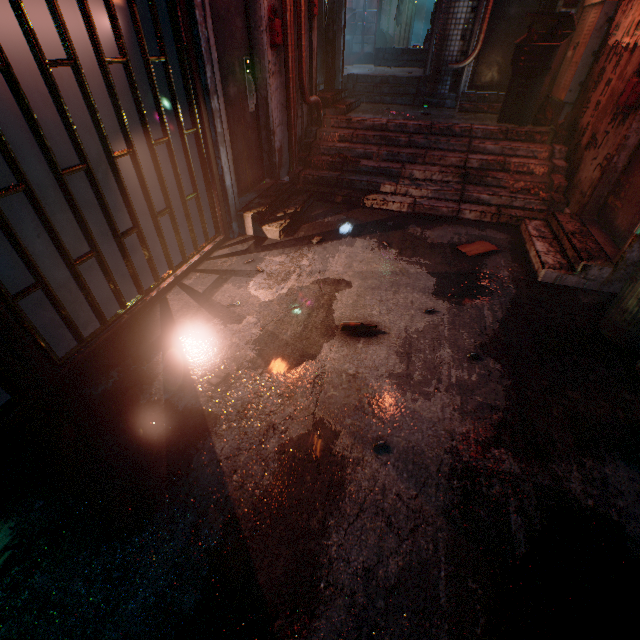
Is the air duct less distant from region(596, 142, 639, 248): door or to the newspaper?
region(596, 142, 639, 248): door

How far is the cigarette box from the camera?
2.0m

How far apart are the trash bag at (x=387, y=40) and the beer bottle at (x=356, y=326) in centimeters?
1222cm

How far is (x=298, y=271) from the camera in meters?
3.1

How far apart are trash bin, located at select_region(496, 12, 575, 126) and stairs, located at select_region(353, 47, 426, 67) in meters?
5.1 m

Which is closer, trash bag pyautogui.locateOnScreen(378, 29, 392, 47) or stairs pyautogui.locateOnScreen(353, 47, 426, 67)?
stairs pyautogui.locateOnScreen(353, 47, 426, 67)

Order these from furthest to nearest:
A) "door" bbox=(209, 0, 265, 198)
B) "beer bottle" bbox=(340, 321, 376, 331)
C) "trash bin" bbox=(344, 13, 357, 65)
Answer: "trash bin" bbox=(344, 13, 357, 65) → "door" bbox=(209, 0, 265, 198) → "beer bottle" bbox=(340, 321, 376, 331)

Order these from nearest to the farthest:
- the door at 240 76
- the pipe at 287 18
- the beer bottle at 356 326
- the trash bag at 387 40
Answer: the beer bottle at 356 326, the door at 240 76, the pipe at 287 18, the trash bag at 387 40
